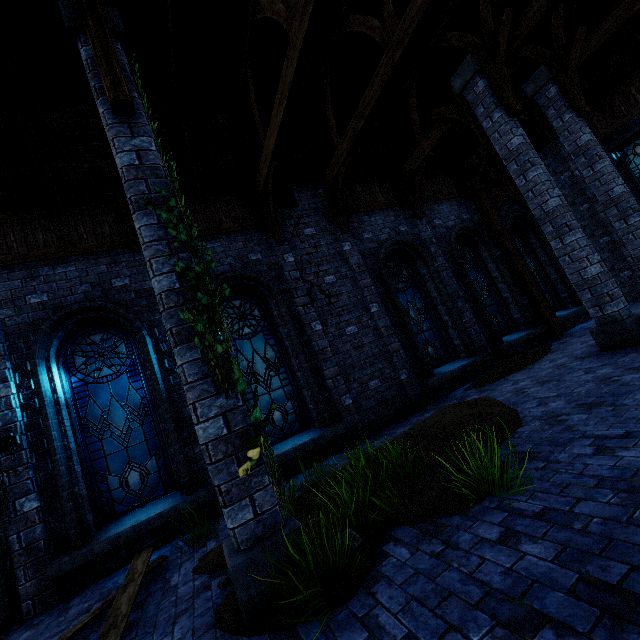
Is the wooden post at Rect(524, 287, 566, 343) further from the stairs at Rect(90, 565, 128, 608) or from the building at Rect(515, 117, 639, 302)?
the stairs at Rect(90, 565, 128, 608)

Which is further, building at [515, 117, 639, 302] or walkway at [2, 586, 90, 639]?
building at [515, 117, 639, 302]

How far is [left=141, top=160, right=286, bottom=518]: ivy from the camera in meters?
3.1

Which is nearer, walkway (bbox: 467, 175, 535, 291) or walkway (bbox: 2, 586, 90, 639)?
walkway (bbox: 2, 586, 90, 639)

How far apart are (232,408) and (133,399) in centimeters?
455cm

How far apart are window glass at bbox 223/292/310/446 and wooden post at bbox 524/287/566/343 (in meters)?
8.70

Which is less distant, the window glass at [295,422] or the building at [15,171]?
the building at [15,171]

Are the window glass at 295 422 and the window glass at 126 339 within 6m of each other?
yes
